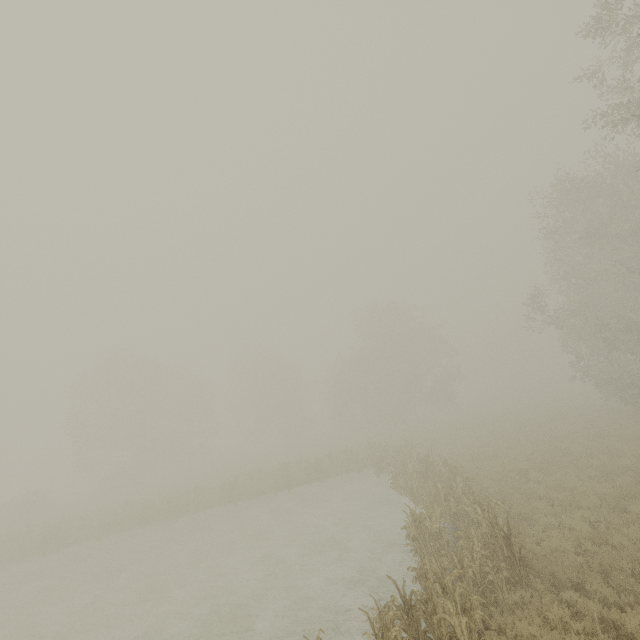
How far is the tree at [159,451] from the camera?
37.1m

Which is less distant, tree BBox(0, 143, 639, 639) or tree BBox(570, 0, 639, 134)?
tree BBox(0, 143, 639, 639)

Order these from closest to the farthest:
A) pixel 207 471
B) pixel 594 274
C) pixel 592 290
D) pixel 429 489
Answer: pixel 429 489
pixel 594 274
pixel 592 290
pixel 207 471

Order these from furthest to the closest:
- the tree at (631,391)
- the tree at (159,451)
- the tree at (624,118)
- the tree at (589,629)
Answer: the tree at (159,451)
the tree at (624,118)
the tree at (631,391)
the tree at (589,629)

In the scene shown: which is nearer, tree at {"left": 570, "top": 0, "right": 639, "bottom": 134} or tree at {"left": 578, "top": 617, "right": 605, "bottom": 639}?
tree at {"left": 578, "top": 617, "right": 605, "bottom": 639}
